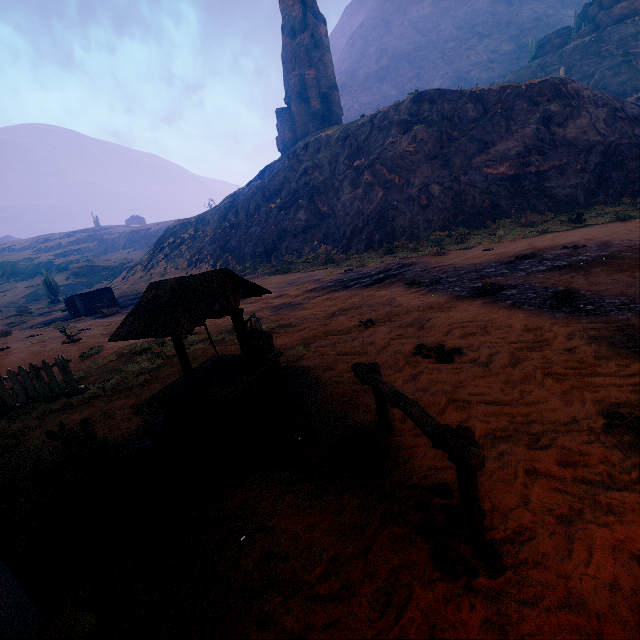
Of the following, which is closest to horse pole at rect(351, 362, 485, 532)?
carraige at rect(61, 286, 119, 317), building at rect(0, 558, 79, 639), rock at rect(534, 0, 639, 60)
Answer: building at rect(0, 558, 79, 639)

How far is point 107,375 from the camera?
8.8 meters

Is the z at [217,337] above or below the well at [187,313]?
below

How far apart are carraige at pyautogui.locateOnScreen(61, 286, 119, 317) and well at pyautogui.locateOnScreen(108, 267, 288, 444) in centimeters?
2535cm

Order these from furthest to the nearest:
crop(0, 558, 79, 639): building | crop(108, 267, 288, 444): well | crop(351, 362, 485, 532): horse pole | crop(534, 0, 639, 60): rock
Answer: crop(534, 0, 639, 60): rock < crop(108, 267, 288, 444): well < crop(351, 362, 485, 532): horse pole < crop(0, 558, 79, 639): building

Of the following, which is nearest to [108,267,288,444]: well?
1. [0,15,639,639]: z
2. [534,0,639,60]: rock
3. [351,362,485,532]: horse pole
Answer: [0,15,639,639]: z

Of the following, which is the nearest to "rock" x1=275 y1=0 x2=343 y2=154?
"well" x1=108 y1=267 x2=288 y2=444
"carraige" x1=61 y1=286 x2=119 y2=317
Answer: "carraige" x1=61 y1=286 x2=119 y2=317

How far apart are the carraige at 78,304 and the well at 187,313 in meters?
25.4 m
